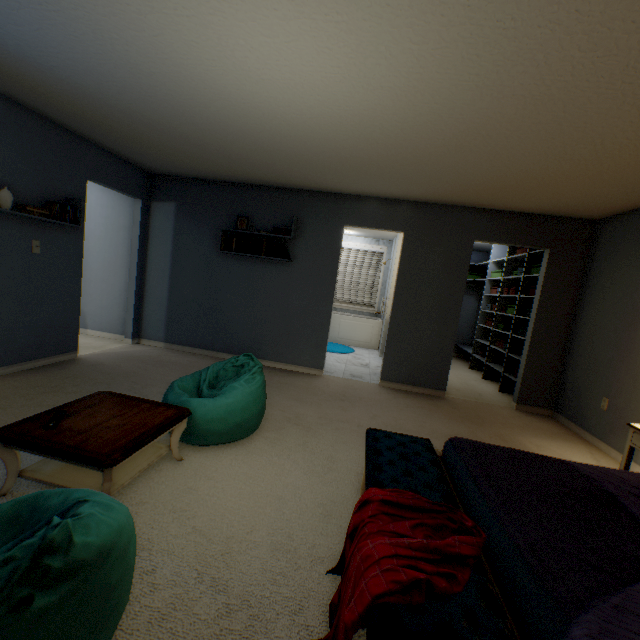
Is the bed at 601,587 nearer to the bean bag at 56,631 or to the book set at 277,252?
the bean bag at 56,631

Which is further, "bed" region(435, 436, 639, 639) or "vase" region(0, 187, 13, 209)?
"vase" region(0, 187, 13, 209)

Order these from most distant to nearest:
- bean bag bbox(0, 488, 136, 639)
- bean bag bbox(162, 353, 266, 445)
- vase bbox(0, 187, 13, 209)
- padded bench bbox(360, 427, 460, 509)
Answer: vase bbox(0, 187, 13, 209), bean bag bbox(162, 353, 266, 445), padded bench bbox(360, 427, 460, 509), bean bag bbox(0, 488, 136, 639)

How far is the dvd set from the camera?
3.2 meters

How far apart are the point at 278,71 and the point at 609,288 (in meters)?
3.94

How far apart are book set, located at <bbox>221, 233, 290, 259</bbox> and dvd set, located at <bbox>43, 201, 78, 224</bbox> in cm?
158

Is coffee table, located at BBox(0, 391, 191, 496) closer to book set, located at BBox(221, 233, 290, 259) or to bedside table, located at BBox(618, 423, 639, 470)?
book set, located at BBox(221, 233, 290, 259)

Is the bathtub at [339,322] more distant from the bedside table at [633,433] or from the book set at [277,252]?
the bedside table at [633,433]
